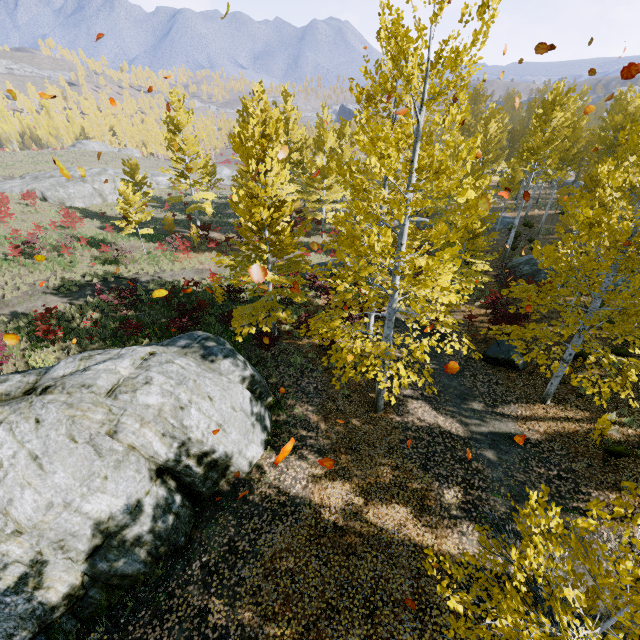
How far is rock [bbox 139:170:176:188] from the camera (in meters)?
45.91

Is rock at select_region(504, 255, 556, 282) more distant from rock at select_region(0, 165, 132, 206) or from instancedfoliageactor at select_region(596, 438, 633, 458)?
rock at select_region(0, 165, 132, 206)

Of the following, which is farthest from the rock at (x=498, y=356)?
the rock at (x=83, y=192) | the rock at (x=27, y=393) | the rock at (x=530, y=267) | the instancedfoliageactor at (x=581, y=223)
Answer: the rock at (x=83, y=192)

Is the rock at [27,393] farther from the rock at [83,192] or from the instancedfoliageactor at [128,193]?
the rock at [83,192]

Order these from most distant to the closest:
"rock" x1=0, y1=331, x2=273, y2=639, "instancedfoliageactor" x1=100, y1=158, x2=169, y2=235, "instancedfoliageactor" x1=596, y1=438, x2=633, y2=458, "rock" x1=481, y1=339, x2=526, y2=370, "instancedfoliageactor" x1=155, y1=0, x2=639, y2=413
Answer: Answer: "instancedfoliageactor" x1=100, y1=158, x2=169, y2=235 → "rock" x1=481, y1=339, x2=526, y2=370 → "instancedfoliageactor" x1=596, y1=438, x2=633, y2=458 → "instancedfoliageactor" x1=155, y1=0, x2=639, y2=413 → "rock" x1=0, y1=331, x2=273, y2=639

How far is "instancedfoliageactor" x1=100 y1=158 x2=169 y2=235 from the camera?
21.4m

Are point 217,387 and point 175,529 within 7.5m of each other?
yes

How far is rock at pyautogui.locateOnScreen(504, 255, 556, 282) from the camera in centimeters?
1975cm
